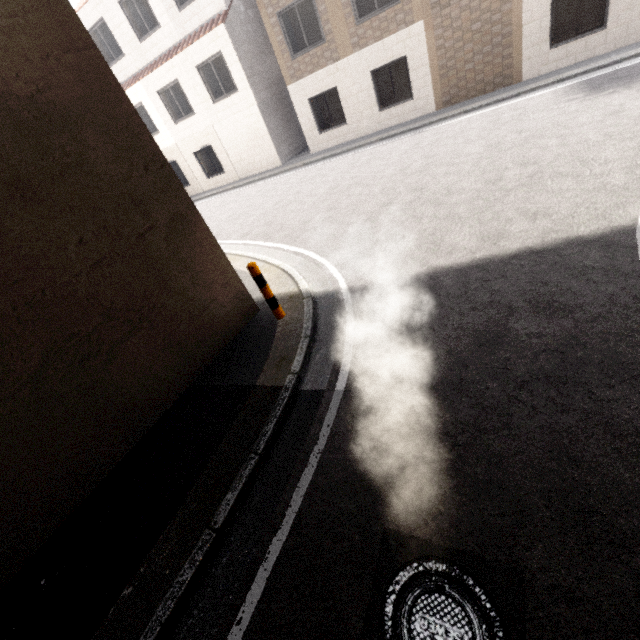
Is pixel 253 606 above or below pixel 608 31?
below
